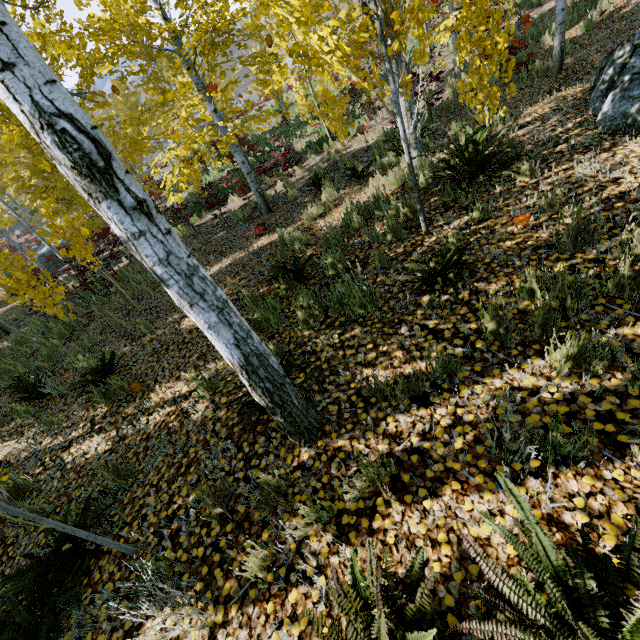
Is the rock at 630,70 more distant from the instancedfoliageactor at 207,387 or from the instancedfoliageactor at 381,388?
the instancedfoliageactor at 207,387

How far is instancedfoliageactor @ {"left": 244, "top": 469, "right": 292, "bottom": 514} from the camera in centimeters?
228cm

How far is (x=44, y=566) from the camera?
2.7 meters

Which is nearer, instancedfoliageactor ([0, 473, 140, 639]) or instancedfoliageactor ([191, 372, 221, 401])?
instancedfoliageactor ([0, 473, 140, 639])

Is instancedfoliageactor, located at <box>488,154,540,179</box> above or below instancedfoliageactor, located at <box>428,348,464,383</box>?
below

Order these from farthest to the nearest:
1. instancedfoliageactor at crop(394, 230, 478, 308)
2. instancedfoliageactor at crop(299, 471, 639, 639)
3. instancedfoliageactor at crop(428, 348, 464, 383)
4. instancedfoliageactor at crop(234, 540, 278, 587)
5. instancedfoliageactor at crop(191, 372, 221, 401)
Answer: instancedfoliageactor at crop(191, 372, 221, 401)
instancedfoliageactor at crop(394, 230, 478, 308)
instancedfoliageactor at crop(428, 348, 464, 383)
instancedfoliageactor at crop(234, 540, 278, 587)
instancedfoliageactor at crop(299, 471, 639, 639)

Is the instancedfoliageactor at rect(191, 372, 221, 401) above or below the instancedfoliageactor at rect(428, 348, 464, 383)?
below
